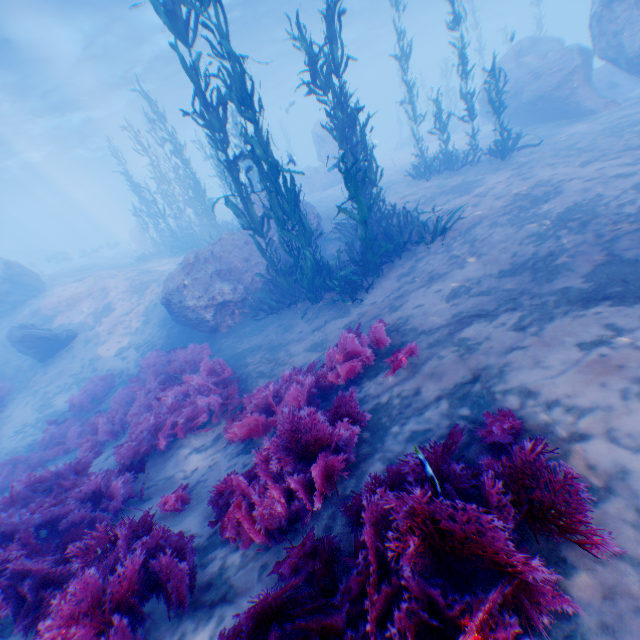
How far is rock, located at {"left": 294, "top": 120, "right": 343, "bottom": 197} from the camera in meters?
23.8

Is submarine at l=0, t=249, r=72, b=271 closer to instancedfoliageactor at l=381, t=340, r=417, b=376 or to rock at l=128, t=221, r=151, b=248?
rock at l=128, t=221, r=151, b=248

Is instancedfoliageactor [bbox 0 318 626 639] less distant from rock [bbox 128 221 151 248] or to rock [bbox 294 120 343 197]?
rock [bbox 294 120 343 197]

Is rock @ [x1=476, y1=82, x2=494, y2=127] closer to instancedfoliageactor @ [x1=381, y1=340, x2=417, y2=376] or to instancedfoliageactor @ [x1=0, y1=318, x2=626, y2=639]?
instancedfoliageactor @ [x1=0, y1=318, x2=626, y2=639]

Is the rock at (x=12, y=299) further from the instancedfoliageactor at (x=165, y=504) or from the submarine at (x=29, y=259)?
the instancedfoliageactor at (x=165, y=504)

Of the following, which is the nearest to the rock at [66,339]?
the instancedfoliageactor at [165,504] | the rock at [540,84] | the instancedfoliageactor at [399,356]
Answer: the rock at [540,84]

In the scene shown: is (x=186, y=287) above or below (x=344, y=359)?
above

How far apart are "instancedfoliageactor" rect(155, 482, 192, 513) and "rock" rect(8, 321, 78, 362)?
12.2 meters
